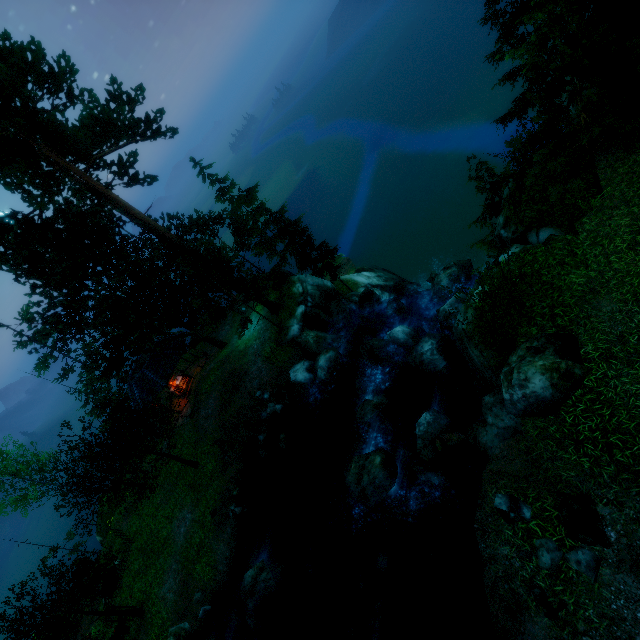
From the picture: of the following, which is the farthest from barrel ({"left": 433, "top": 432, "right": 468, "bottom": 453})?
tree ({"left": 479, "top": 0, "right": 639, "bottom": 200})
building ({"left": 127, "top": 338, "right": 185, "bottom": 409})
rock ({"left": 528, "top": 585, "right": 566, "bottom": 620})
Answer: building ({"left": 127, "top": 338, "right": 185, "bottom": 409})

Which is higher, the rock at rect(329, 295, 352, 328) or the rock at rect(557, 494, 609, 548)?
the rock at rect(557, 494, 609, 548)

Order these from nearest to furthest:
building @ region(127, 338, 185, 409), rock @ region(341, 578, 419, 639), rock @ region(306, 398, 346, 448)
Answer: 1. rock @ region(341, 578, 419, 639)
2. rock @ region(306, 398, 346, 448)
3. building @ region(127, 338, 185, 409)

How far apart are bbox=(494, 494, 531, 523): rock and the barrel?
3.4m

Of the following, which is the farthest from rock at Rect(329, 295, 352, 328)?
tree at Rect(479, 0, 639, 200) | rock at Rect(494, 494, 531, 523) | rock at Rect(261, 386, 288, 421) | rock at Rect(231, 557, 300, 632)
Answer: rock at Rect(494, 494, 531, 523)

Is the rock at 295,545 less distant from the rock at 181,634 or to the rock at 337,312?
the rock at 181,634

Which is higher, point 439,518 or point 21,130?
point 21,130

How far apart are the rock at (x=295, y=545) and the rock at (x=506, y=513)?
9.99m
